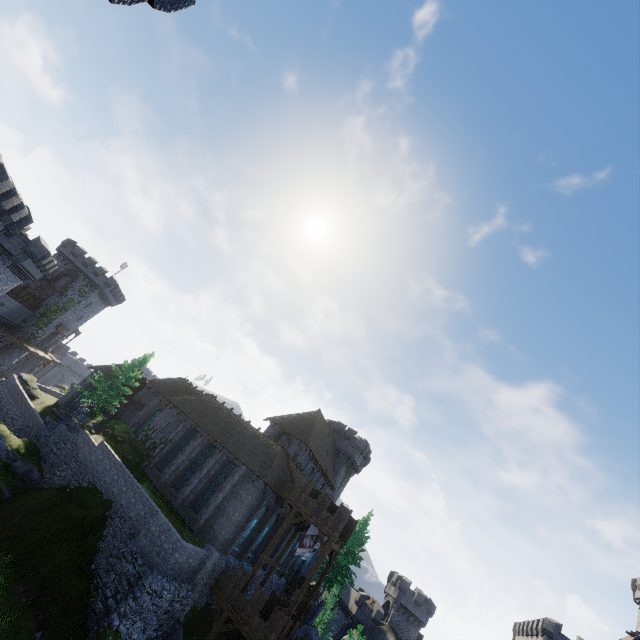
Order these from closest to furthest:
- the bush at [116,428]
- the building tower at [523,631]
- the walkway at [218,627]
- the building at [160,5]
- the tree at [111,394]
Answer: the building at [160,5], the walkway at [218,627], the tree at [111,394], the bush at [116,428], the building tower at [523,631]

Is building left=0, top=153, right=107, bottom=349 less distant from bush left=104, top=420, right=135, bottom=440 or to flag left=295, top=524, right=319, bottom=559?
bush left=104, top=420, right=135, bottom=440

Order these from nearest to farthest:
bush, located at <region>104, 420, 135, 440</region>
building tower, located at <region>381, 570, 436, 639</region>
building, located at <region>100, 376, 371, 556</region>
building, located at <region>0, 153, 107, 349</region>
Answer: building, located at <region>0, 153, 107, 349</region>
building, located at <region>100, 376, 371, 556</region>
bush, located at <region>104, 420, 135, 440</region>
building tower, located at <region>381, 570, 436, 639</region>

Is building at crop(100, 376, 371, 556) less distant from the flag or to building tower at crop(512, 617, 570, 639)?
the flag

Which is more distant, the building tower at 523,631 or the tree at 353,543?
the tree at 353,543

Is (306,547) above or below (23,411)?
above

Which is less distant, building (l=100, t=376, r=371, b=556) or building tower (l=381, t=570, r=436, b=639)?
building (l=100, t=376, r=371, b=556)

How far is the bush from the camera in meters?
34.5
